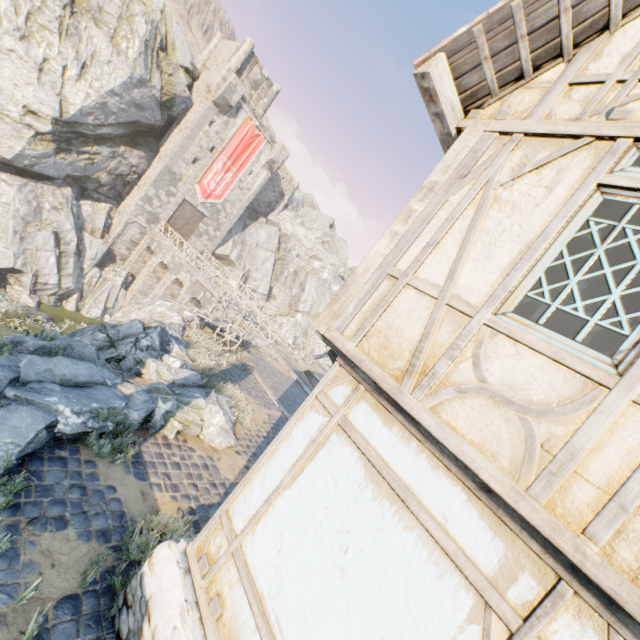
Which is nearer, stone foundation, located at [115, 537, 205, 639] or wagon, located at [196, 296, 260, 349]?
stone foundation, located at [115, 537, 205, 639]

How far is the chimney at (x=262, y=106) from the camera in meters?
34.7

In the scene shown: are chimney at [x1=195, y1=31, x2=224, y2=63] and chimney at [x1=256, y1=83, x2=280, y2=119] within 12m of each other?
yes

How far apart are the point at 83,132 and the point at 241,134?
12.5m

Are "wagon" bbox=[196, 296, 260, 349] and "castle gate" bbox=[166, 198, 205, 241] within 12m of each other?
no

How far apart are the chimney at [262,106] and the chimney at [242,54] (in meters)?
3.19

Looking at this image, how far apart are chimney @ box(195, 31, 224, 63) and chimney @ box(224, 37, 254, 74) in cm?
474

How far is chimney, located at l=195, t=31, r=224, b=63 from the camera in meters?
33.5 m
